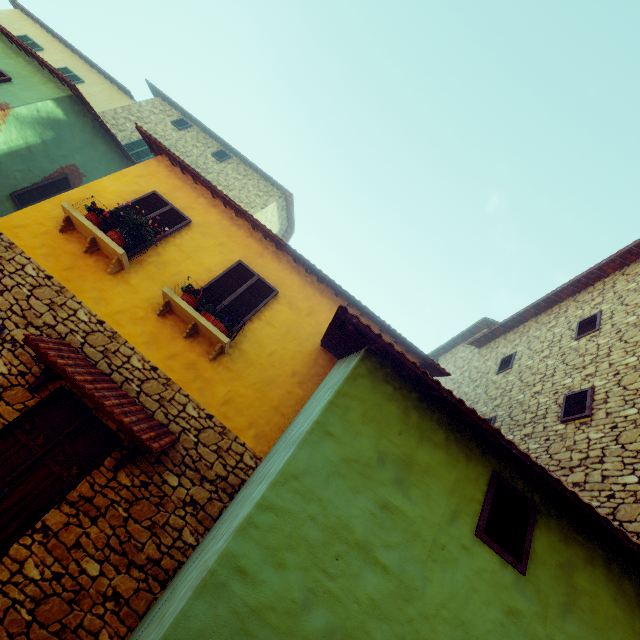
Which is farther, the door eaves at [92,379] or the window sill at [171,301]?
the window sill at [171,301]

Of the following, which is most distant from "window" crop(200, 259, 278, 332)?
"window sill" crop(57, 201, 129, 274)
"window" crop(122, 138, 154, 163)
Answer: "window" crop(122, 138, 154, 163)

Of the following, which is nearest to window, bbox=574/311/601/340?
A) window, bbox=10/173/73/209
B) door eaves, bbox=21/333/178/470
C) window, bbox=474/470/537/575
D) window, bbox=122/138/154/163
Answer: door eaves, bbox=21/333/178/470

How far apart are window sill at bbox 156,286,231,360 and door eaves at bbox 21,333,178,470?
1.23m

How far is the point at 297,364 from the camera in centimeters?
629cm

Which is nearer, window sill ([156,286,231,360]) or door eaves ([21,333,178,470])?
door eaves ([21,333,178,470])

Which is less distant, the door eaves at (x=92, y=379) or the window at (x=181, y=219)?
the door eaves at (x=92, y=379)

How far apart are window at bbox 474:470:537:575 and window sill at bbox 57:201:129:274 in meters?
6.5
